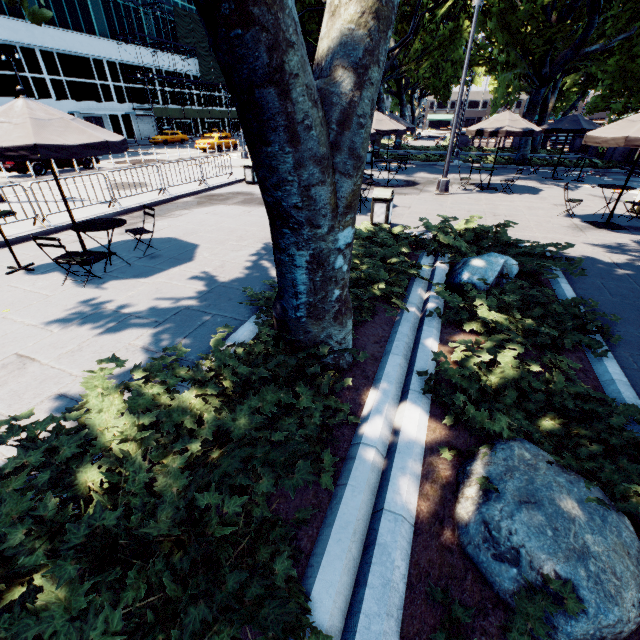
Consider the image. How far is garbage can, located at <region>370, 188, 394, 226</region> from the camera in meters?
8.9 m

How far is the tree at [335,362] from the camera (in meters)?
3.86

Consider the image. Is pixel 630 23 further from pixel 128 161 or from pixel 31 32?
pixel 31 32

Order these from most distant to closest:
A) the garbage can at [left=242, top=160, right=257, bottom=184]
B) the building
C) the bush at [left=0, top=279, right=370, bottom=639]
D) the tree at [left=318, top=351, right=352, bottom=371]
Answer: the building < the garbage can at [left=242, top=160, right=257, bottom=184] < the tree at [left=318, top=351, right=352, bottom=371] < the bush at [left=0, top=279, right=370, bottom=639]

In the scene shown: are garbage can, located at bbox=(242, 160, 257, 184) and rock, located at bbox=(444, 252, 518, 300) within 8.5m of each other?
no

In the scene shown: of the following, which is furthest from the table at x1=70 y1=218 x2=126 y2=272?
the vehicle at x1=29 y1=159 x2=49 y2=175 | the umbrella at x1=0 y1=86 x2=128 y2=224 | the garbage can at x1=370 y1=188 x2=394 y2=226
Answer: the vehicle at x1=29 y1=159 x2=49 y2=175

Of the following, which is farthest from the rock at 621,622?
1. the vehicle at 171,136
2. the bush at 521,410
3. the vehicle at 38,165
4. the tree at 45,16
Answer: the vehicle at 171,136

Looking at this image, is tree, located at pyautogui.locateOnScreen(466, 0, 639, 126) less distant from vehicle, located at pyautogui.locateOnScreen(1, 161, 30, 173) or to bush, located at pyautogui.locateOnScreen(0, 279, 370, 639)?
bush, located at pyautogui.locateOnScreen(0, 279, 370, 639)
